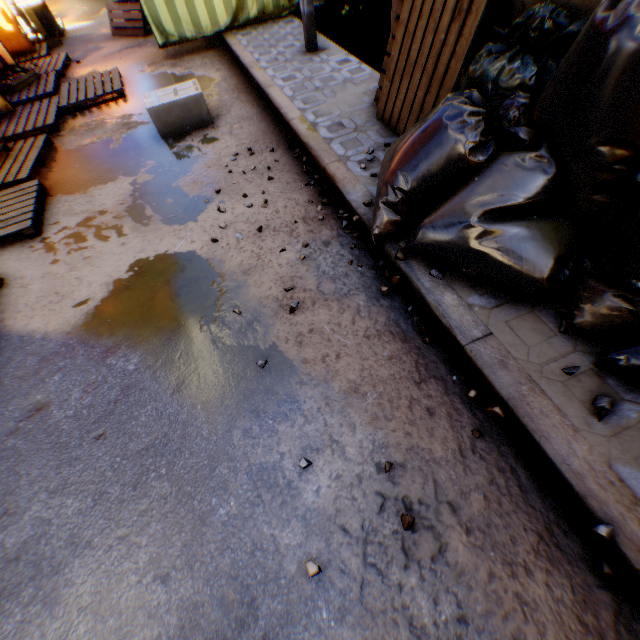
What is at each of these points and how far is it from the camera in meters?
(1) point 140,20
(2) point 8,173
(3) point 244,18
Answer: (1) table, 7.2
(2) wooden pallet, 4.0
(3) tent, 6.0

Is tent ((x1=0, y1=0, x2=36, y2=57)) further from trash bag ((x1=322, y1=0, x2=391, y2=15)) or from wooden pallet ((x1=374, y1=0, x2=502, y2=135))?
wooden pallet ((x1=374, y1=0, x2=502, y2=135))

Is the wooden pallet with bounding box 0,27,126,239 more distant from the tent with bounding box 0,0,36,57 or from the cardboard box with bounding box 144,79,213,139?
the cardboard box with bounding box 144,79,213,139

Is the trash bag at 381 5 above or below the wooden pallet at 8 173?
above

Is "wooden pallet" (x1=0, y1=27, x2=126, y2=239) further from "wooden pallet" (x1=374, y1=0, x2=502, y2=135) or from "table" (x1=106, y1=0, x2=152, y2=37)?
"wooden pallet" (x1=374, y1=0, x2=502, y2=135)

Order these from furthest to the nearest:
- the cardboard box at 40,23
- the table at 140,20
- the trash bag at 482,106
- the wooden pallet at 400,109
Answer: the cardboard box at 40,23 → the table at 140,20 → the wooden pallet at 400,109 → the trash bag at 482,106

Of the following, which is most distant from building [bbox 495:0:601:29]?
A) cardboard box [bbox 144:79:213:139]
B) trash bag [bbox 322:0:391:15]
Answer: cardboard box [bbox 144:79:213:139]

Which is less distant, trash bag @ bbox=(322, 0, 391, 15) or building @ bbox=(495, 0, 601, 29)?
building @ bbox=(495, 0, 601, 29)
